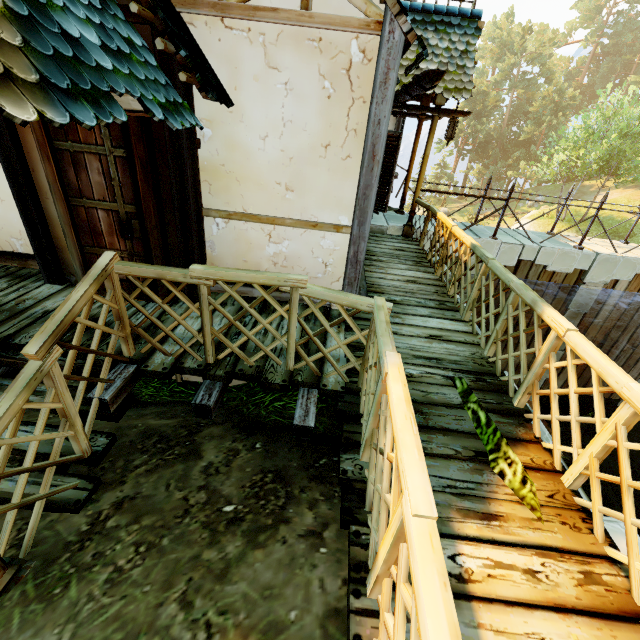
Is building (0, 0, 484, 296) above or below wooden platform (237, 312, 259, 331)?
above

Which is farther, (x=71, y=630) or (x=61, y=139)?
(x=61, y=139)

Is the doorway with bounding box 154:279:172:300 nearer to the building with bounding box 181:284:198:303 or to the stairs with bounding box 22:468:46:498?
the building with bounding box 181:284:198:303

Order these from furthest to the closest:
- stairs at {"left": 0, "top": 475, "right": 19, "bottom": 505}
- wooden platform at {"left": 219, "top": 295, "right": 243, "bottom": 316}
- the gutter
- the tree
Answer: the tree
wooden platform at {"left": 219, "top": 295, "right": 243, "bottom": 316}
the gutter
stairs at {"left": 0, "top": 475, "right": 19, "bottom": 505}

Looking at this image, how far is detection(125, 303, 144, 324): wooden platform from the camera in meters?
3.9

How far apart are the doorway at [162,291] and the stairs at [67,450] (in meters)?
1.13

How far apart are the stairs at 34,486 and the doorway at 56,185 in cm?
193
